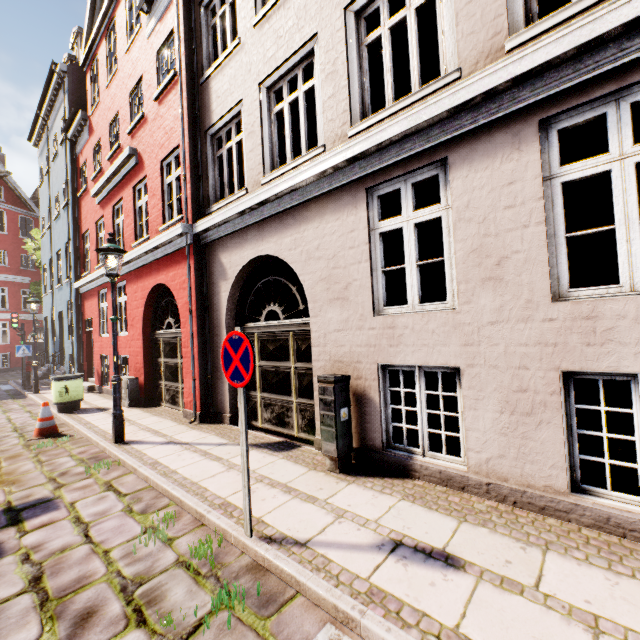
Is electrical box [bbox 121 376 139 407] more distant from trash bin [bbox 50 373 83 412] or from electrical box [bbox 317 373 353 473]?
electrical box [bbox 317 373 353 473]

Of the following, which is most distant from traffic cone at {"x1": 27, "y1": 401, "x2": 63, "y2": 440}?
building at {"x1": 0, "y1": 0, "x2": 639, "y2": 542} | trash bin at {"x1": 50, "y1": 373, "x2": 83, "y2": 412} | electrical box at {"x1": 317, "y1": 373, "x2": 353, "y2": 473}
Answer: electrical box at {"x1": 317, "y1": 373, "x2": 353, "y2": 473}

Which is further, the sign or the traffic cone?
the traffic cone

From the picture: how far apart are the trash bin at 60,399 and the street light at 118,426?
4.1m

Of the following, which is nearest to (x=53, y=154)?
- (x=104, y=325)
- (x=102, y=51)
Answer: (x=102, y=51)

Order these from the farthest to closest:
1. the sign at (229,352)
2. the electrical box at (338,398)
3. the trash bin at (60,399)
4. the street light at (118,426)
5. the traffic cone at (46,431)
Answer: the trash bin at (60,399)
the traffic cone at (46,431)
the street light at (118,426)
the electrical box at (338,398)
the sign at (229,352)

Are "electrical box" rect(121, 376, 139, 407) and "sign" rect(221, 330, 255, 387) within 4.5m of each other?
no

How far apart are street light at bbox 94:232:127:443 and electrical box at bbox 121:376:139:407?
3.3m
